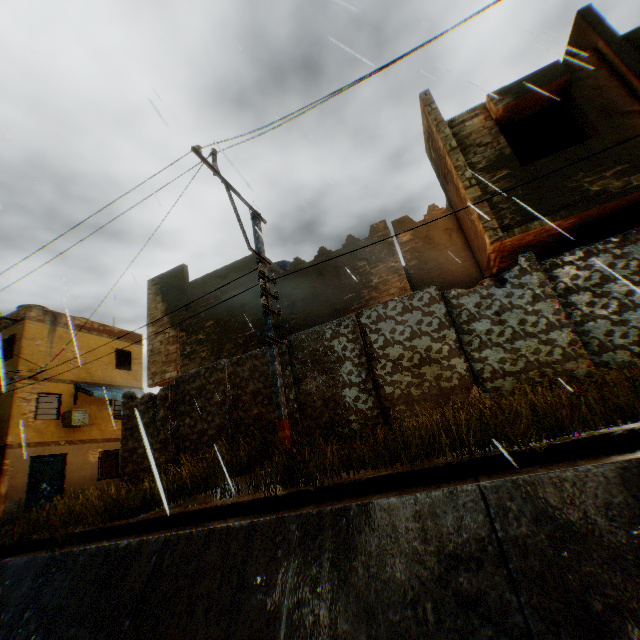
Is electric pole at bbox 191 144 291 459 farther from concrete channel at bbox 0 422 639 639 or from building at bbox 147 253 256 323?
concrete channel at bbox 0 422 639 639

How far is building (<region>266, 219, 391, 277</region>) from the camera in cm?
1047

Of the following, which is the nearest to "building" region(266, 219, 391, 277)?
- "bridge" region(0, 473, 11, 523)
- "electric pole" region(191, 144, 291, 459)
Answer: "electric pole" region(191, 144, 291, 459)

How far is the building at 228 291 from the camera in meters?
12.3 m

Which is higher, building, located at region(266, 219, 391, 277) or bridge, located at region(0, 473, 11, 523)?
building, located at region(266, 219, 391, 277)

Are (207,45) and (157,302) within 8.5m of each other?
no

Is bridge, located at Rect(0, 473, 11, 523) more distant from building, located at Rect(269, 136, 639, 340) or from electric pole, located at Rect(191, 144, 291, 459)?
building, located at Rect(269, 136, 639, 340)
